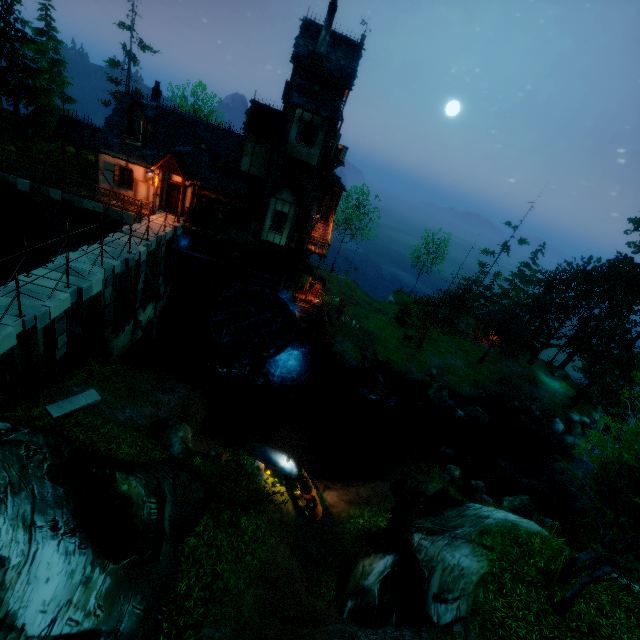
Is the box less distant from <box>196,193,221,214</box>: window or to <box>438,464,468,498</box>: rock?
<box>196,193,221,214</box>: window

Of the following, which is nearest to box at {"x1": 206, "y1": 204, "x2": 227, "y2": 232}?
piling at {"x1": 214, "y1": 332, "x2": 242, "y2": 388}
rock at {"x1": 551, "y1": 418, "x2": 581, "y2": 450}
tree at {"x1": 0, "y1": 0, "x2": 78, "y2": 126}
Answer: piling at {"x1": 214, "y1": 332, "x2": 242, "y2": 388}

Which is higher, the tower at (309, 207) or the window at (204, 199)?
the tower at (309, 207)

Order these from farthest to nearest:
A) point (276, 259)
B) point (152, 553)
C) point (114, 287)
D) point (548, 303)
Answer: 1. point (548, 303)
2. point (276, 259)
3. point (114, 287)
4. point (152, 553)

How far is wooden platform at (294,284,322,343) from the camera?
27.17m

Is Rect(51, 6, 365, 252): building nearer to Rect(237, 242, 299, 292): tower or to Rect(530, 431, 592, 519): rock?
Rect(237, 242, 299, 292): tower

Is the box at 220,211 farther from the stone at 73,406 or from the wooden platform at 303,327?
the stone at 73,406

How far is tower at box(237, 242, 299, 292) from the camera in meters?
24.2 m
